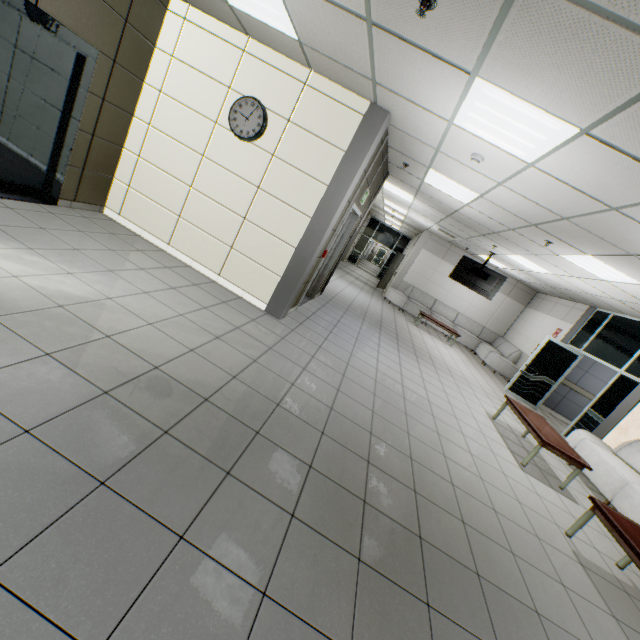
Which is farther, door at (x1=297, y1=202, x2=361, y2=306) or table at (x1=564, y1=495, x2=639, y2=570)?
door at (x1=297, y1=202, x2=361, y2=306)

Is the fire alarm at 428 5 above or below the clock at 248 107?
above

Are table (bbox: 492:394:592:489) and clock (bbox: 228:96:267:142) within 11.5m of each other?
yes

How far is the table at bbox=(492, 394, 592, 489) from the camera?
4.7 meters

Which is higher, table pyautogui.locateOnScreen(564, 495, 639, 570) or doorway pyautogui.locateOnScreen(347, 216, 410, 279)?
doorway pyautogui.locateOnScreen(347, 216, 410, 279)

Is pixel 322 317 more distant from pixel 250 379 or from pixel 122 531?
pixel 122 531

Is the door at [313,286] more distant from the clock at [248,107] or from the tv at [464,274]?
the tv at [464,274]

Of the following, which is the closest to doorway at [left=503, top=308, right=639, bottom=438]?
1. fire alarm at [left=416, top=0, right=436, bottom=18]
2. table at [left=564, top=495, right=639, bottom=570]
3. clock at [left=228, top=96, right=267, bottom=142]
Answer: table at [left=564, top=495, right=639, bottom=570]
